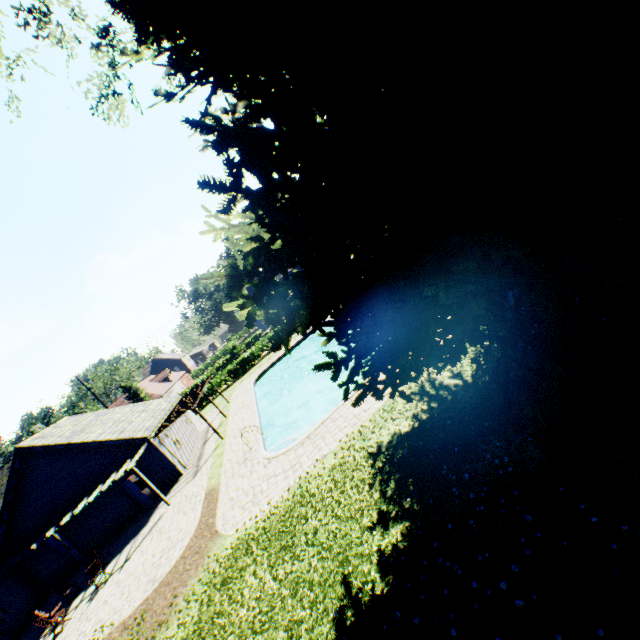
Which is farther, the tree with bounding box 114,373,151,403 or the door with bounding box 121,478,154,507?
the tree with bounding box 114,373,151,403

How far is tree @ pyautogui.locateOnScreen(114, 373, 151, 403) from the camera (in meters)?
52.12

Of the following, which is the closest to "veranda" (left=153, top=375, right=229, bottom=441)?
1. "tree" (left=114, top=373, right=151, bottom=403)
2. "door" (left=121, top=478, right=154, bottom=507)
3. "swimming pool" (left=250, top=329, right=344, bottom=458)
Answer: "door" (left=121, top=478, right=154, bottom=507)

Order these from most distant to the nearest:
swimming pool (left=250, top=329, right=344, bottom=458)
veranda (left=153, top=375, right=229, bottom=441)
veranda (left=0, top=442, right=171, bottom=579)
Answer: veranda (left=153, top=375, right=229, bottom=441)
veranda (left=0, top=442, right=171, bottom=579)
swimming pool (left=250, top=329, right=344, bottom=458)

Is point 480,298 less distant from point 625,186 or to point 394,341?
point 394,341

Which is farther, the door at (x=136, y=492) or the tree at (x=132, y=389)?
the tree at (x=132, y=389)

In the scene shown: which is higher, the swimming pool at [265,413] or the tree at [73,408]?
the tree at [73,408]

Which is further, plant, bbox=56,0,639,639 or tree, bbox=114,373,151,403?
tree, bbox=114,373,151,403
